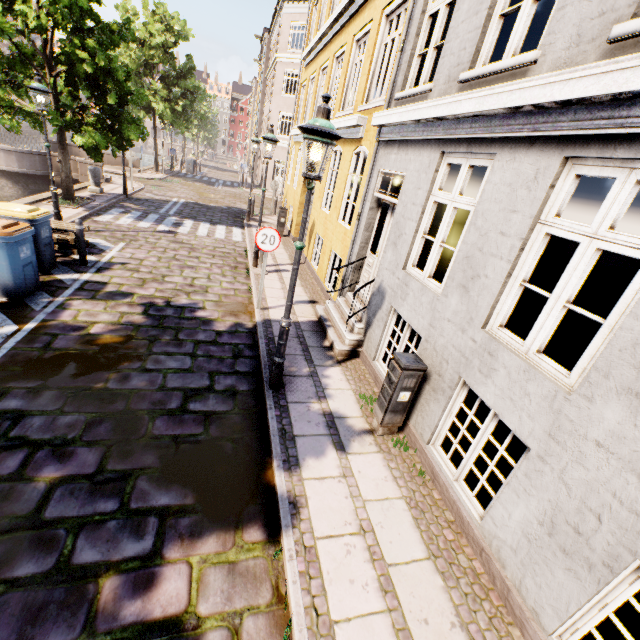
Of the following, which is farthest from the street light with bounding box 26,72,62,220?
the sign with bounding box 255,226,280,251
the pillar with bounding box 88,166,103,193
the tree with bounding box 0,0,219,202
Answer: the sign with bounding box 255,226,280,251

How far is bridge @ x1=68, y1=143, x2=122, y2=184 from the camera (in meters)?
16.96

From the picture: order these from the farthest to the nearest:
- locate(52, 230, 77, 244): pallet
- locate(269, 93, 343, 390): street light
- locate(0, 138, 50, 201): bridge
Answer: locate(0, 138, 50, 201): bridge < locate(52, 230, 77, 244): pallet < locate(269, 93, 343, 390): street light

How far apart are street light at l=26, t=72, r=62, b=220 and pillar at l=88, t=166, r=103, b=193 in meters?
6.2 m

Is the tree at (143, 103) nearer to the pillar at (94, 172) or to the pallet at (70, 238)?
the pillar at (94, 172)

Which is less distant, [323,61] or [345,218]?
[345,218]

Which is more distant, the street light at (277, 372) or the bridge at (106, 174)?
the bridge at (106, 174)

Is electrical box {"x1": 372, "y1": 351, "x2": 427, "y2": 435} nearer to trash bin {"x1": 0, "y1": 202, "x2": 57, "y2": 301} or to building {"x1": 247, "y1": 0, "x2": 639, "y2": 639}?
trash bin {"x1": 0, "y1": 202, "x2": 57, "y2": 301}
